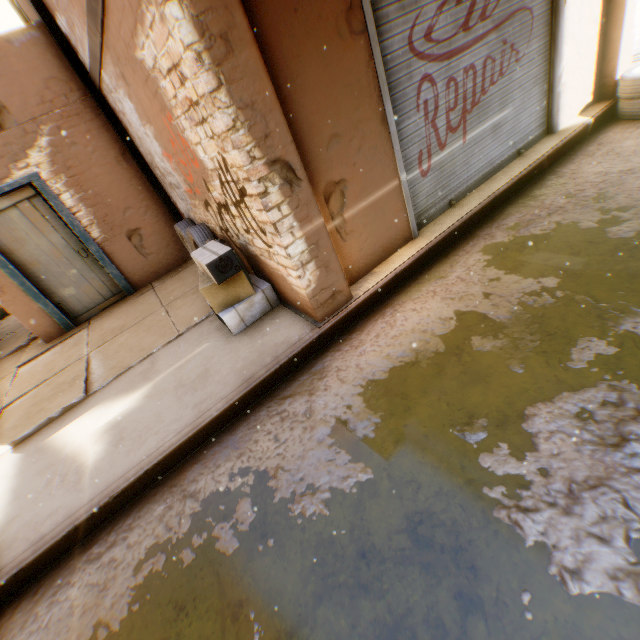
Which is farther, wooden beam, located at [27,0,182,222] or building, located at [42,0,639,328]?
wooden beam, located at [27,0,182,222]

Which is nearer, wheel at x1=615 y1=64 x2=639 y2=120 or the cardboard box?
the cardboard box

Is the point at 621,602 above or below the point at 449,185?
below

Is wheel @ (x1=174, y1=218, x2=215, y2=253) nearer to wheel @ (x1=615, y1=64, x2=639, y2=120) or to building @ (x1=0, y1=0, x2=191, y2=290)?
building @ (x1=0, y1=0, x2=191, y2=290)

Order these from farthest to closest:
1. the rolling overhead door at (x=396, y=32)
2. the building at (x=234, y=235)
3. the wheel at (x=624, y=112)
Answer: the wheel at (x=624, y=112)
the rolling overhead door at (x=396, y=32)
the building at (x=234, y=235)

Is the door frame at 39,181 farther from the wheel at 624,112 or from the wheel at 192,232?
the wheel at 624,112

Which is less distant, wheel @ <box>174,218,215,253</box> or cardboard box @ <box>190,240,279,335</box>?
cardboard box @ <box>190,240,279,335</box>

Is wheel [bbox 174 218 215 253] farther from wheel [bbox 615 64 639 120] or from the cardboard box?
wheel [bbox 615 64 639 120]
